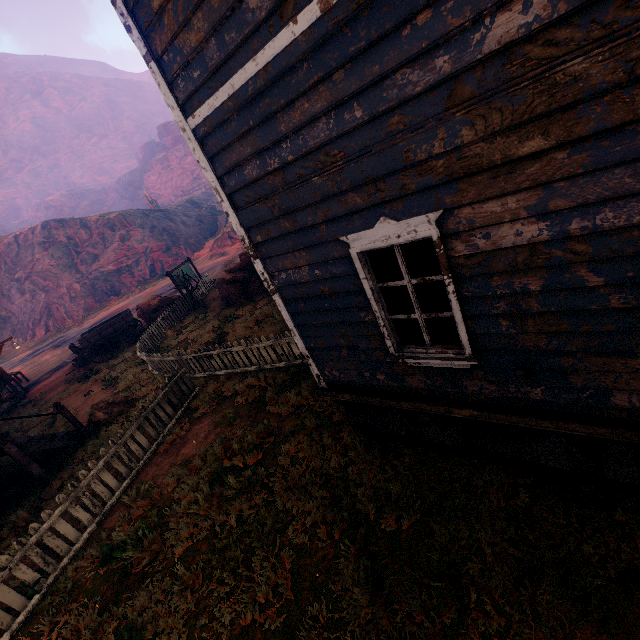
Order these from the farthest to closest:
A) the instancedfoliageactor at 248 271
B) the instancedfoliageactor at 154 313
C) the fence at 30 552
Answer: the instancedfoliageactor at 154 313
the instancedfoliageactor at 248 271
the fence at 30 552

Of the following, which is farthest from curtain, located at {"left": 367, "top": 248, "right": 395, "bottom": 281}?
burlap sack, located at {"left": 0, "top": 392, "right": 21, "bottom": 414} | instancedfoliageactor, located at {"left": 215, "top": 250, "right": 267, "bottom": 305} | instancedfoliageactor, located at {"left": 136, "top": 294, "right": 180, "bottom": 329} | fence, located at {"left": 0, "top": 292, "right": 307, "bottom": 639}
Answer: burlap sack, located at {"left": 0, "top": 392, "right": 21, "bottom": 414}

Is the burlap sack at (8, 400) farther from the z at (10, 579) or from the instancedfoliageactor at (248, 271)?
the instancedfoliageactor at (248, 271)

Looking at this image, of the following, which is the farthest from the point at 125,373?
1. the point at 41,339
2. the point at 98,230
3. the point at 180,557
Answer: the point at 98,230

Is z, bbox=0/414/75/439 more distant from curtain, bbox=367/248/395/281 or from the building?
curtain, bbox=367/248/395/281

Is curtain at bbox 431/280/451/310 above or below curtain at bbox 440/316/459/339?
above

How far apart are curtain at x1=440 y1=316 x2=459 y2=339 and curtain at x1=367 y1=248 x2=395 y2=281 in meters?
0.4 m

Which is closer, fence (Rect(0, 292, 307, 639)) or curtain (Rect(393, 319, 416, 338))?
curtain (Rect(393, 319, 416, 338))
